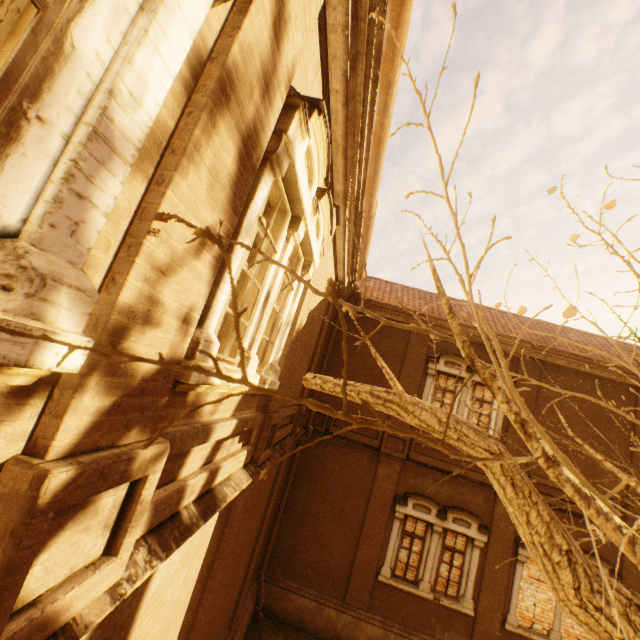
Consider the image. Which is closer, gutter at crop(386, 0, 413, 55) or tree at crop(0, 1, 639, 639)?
tree at crop(0, 1, 639, 639)

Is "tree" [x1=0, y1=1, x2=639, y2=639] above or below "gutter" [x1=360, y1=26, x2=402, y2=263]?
below

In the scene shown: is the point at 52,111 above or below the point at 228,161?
below

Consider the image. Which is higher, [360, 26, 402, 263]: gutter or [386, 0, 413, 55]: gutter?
[386, 0, 413, 55]: gutter

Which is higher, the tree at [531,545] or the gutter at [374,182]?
the gutter at [374,182]

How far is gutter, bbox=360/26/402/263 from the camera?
3.32m

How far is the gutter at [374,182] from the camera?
3.3 meters
